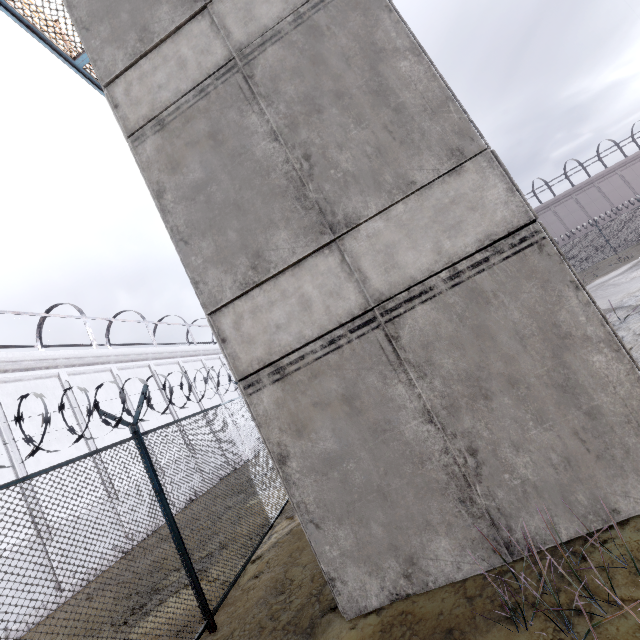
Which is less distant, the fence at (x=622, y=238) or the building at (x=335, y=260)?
the building at (x=335, y=260)

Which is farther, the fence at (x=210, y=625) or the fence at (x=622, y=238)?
the fence at (x=622, y=238)

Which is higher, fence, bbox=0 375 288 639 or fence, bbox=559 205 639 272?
fence, bbox=559 205 639 272

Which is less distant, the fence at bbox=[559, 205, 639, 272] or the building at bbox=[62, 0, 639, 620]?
the building at bbox=[62, 0, 639, 620]

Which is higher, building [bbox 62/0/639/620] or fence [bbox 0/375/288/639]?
building [bbox 62/0/639/620]

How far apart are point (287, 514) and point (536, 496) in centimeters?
606cm

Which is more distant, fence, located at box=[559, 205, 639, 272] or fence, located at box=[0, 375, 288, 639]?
fence, located at box=[559, 205, 639, 272]
